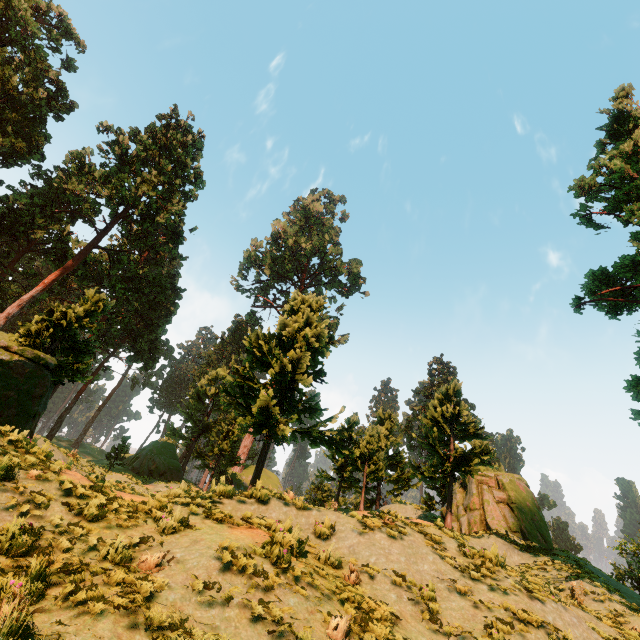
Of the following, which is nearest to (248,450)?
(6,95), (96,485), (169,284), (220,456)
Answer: (220,456)

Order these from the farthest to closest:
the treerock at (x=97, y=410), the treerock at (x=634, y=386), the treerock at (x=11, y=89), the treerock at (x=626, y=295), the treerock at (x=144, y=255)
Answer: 1. the treerock at (x=97, y=410)
2. the treerock at (x=11, y=89)
3. the treerock at (x=626, y=295)
4. the treerock at (x=634, y=386)
5. the treerock at (x=144, y=255)

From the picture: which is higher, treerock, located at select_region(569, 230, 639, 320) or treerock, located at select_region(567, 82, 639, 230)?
treerock, located at select_region(567, 82, 639, 230)

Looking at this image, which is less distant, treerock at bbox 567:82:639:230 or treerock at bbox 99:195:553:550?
treerock at bbox 99:195:553:550

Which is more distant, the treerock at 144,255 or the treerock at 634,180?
the treerock at 634,180

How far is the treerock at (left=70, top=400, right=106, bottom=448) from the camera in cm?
5522
